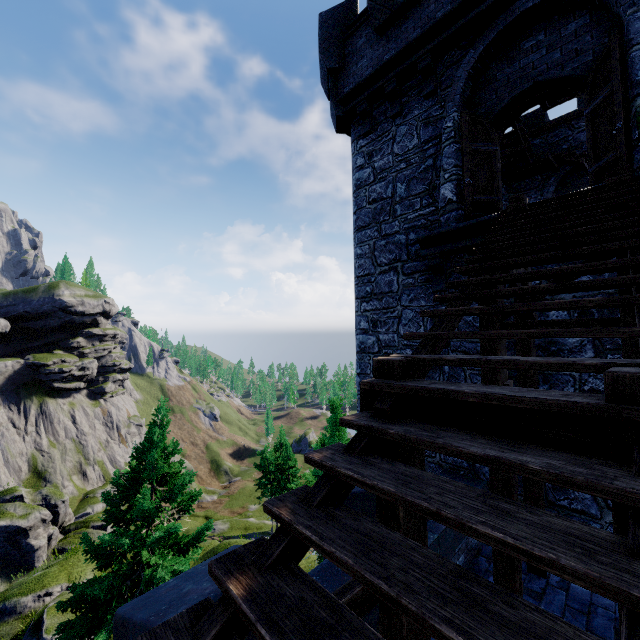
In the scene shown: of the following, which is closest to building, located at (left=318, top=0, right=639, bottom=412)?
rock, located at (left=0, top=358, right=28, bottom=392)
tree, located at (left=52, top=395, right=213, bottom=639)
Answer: tree, located at (left=52, top=395, right=213, bottom=639)

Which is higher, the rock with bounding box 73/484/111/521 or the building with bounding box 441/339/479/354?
the building with bounding box 441/339/479/354

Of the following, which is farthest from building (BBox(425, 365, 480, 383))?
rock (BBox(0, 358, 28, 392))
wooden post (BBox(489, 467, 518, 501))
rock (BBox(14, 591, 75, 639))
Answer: rock (BBox(0, 358, 28, 392))

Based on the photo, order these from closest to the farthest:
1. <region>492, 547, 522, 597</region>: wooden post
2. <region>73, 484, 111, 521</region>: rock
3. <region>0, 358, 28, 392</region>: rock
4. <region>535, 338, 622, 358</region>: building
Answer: <region>492, 547, 522, 597</region>: wooden post
<region>535, 338, 622, 358</region>: building
<region>73, 484, 111, 521</region>: rock
<region>0, 358, 28, 392</region>: rock

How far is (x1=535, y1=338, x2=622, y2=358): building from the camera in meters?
5.4

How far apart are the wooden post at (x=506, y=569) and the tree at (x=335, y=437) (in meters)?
12.04

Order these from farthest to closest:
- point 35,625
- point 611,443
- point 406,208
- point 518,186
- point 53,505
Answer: point 53,505, point 35,625, point 518,186, point 406,208, point 611,443

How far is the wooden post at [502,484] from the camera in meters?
4.1 m
